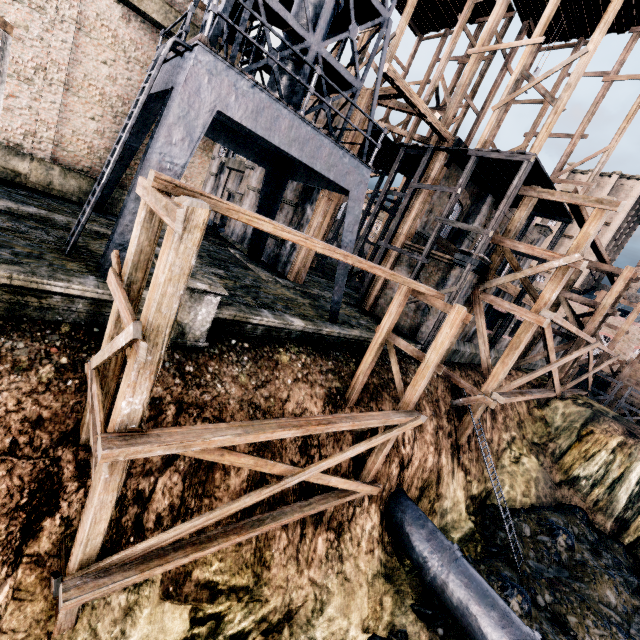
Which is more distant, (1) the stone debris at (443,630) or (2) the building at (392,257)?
(2) the building at (392,257)

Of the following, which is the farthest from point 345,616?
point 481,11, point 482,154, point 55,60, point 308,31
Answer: point 481,11

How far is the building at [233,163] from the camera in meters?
18.1 m

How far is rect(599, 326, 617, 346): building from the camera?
48.7 meters

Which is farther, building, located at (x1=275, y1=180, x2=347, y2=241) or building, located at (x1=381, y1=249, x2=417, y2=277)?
building, located at (x1=381, y1=249, x2=417, y2=277)

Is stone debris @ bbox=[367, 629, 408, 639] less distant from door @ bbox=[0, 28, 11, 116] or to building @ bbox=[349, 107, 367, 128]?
building @ bbox=[349, 107, 367, 128]

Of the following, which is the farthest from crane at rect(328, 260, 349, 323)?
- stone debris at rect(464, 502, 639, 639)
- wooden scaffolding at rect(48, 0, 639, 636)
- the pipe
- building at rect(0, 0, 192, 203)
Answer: stone debris at rect(464, 502, 639, 639)

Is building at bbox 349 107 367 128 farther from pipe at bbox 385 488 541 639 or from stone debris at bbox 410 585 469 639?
stone debris at bbox 410 585 469 639
